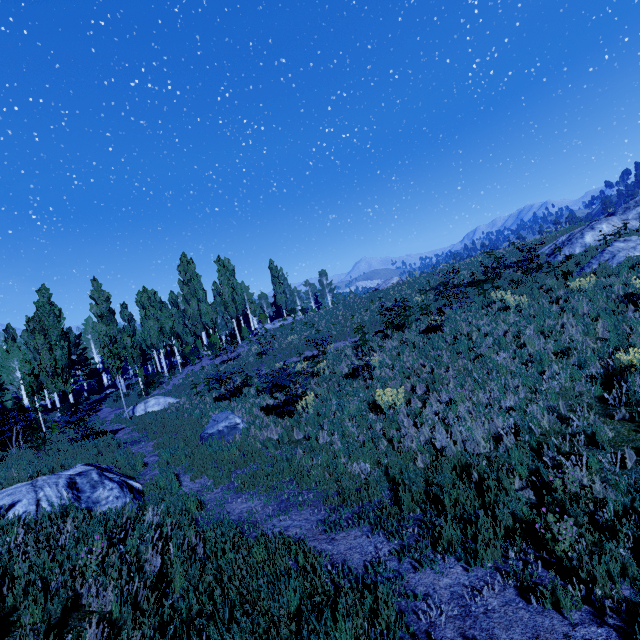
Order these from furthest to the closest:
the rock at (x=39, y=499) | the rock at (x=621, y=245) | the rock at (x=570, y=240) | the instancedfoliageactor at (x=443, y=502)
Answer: the rock at (x=570, y=240) < the rock at (x=621, y=245) < the rock at (x=39, y=499) < the instancedfoliageactor at (x=443, y=502)

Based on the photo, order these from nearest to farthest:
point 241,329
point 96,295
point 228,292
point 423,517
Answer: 1. point 423,517
2. point 96,295
3. point 228,292
4. point 241,329

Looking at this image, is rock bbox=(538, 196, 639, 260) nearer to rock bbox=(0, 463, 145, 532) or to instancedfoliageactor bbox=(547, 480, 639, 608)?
instancedfoliageactor bbox=(547, 480, 639, 608)

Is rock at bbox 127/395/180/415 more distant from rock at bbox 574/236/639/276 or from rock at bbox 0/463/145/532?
rock at bbox 574/236/639/276

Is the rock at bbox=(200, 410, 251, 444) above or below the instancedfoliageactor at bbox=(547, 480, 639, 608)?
above

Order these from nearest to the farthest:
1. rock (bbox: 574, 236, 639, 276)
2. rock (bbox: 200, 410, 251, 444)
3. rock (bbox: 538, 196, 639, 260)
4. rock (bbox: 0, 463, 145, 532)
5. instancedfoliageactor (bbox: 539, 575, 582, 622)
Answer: instancedfoliageactor (bbox: 539, 575, 582, 622) < rock (bbox: 0, 463, 145, 532) < rock (bbox: 200, 410, 251, 444) < rock (bbox: 574, 236, 639, 276) < rock (bbox: 538, 196, 639, 260)

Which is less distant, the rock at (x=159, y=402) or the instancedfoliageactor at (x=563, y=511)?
the instancedfoliageactor at (x=563, y=511)
